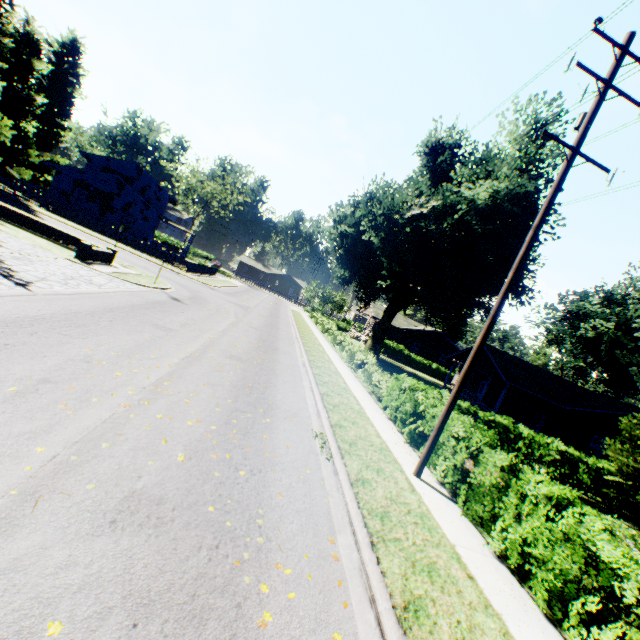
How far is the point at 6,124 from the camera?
30.1m

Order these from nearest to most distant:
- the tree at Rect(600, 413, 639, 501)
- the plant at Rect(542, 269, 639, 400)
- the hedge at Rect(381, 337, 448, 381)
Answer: the tree at Rect(600, 413, 639, 501)
the plant at Rect(542, 269, 639, 400)
the hedge at Rect(381, 337, 448, 381)

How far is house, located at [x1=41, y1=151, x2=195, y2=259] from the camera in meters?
34.9 m

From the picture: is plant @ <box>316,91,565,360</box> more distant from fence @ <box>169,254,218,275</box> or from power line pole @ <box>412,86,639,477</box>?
power line pole @ <box>412,86,639,477</box>

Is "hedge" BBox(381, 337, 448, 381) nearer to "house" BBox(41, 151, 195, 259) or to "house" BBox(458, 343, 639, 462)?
→ "house" BBox(458, 343, 639, 462)

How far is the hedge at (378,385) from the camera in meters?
10.6

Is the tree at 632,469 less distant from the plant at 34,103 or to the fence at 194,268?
the plant at 34,103

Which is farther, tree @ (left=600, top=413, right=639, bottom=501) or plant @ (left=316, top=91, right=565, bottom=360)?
plant @ (left=316, top=91, right=565, bottom=360)
